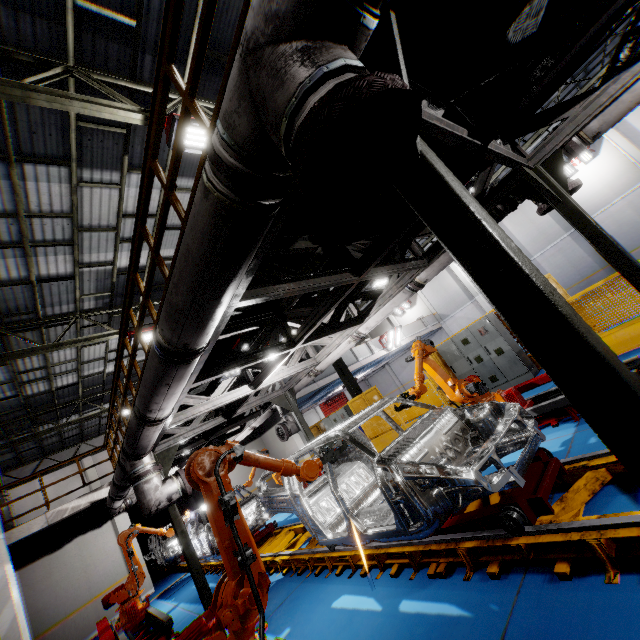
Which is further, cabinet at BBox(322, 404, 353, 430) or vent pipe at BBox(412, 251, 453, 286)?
cabinet at BBox(322, 404, 353, 430)

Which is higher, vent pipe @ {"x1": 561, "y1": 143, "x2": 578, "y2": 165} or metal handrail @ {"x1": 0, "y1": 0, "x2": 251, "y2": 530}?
metal handrail @ {"x1": 0, "y1": 0, "x2": 251, "y2": 530}

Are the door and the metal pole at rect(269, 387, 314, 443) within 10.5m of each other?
no

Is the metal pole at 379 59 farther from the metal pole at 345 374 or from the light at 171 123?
the metal pole at 345 374

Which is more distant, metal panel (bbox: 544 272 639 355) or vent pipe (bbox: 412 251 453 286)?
metal panel (bbox: 544 272 639 355)

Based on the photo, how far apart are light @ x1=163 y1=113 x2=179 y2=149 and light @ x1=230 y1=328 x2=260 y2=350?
3.6m

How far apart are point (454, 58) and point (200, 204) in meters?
2.9 m

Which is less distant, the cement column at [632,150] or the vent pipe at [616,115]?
the vent pipe at [616,115]
